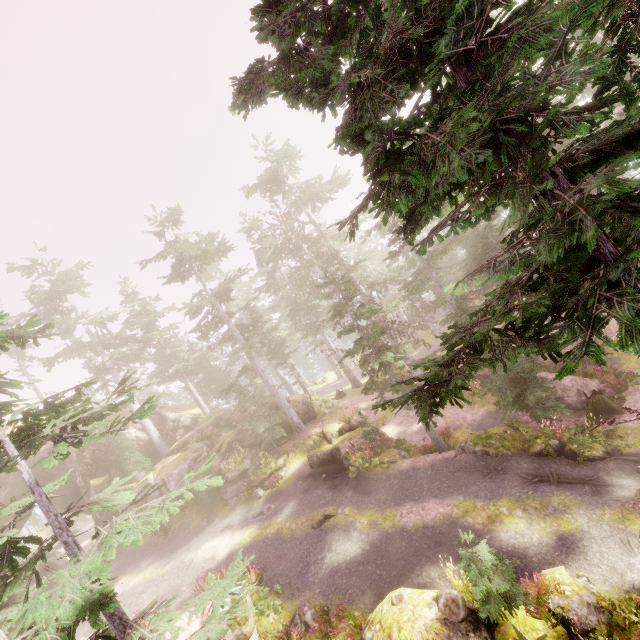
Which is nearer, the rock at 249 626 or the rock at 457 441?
the rock at 249 626

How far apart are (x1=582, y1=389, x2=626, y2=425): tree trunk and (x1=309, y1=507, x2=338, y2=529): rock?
13.59m

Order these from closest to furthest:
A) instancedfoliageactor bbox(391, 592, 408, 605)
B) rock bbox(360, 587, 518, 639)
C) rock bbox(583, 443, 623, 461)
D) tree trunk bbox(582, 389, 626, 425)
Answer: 1. rock bbox(360, 587, 518, 639)
2. instancedfoliageactor bbox(391, 592, 408, 605)
3. rock bbox(583, 443, 623, 461)
4. tree trunk bbox(582, 389, 626, 425)

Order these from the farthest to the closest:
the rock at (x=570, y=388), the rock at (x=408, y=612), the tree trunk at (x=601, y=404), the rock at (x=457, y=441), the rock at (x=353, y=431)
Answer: the rock at (x=353, y=431)
the rock at (x=570, y=388)
the tree trunk at (x=601, y=404)
the rock at (x=457, y=441)
the rock at (x=408, y=612)

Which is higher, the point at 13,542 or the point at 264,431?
the point at 13,542

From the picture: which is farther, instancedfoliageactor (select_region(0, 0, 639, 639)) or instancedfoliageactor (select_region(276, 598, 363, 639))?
instancedfoliageactor (select_region(276, 598, 363, 639))

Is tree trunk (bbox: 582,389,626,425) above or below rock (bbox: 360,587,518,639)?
below

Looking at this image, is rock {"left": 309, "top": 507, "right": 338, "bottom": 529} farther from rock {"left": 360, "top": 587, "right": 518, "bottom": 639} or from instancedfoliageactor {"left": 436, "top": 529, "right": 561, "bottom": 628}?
rock {"left": 360, "top": 587, "right": 518, "bottom": 639}
